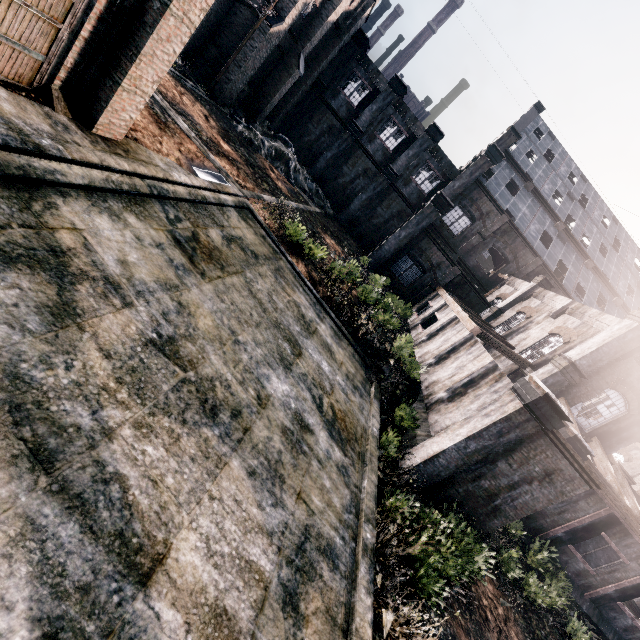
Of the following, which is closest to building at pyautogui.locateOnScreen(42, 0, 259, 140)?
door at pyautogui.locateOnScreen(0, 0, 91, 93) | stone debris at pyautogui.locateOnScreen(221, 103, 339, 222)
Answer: door at pyautogui.locateOnScreen(0, 0, 91, 93)

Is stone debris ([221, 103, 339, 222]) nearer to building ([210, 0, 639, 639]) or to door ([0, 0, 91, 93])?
building ([210, 0, 639, 639])

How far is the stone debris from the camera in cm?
2922

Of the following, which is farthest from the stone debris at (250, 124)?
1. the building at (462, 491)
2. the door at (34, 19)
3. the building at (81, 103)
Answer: the door at (34, 19)

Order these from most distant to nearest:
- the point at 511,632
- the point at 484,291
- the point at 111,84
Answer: the point at 484,291 → the point at 511,632 → the point at 111,84

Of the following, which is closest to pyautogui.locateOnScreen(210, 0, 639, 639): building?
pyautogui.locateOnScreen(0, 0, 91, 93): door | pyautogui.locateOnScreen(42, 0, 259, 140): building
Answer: pyautogui.locateOnScreen(42, 0, 259, 140): building

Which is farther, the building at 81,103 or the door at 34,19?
the building at 81,103

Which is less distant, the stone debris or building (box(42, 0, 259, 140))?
building (box(42, 0, 259, 140))
